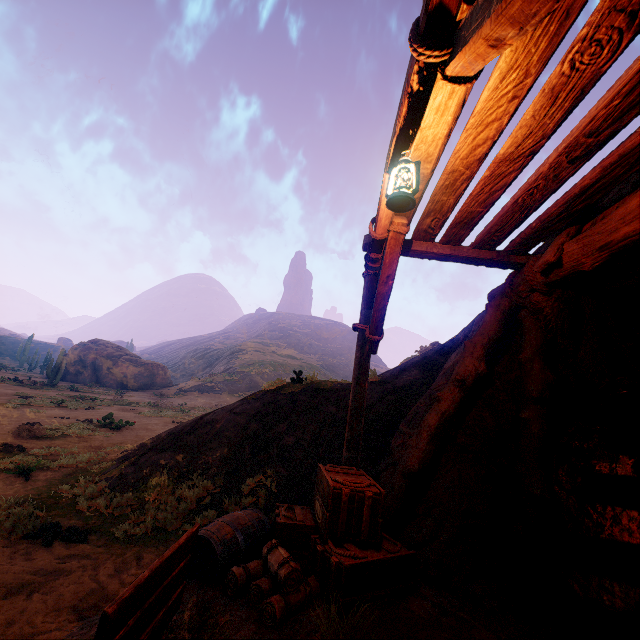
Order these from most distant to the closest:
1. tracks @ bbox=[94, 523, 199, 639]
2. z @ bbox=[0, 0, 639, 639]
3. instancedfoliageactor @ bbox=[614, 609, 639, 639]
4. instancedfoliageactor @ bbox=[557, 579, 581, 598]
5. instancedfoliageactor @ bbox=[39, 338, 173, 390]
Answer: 1. instancedfoliageactor @ bbox=[39, 338, 173, 390]
2. instancedfoliageactor @ bbox=[557, 579, 581, 598]
3. instancedfoliageactor @ bbox=[614, 609, 639, 639]
4. z @ bbox=[0, 0, 639, 639]
5. tracks @ bbox=[94, 523, 199, 639]

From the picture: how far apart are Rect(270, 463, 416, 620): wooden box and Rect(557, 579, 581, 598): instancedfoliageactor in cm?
243

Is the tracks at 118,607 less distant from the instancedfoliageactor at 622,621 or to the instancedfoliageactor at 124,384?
the instancedfoliageactor at 622,621

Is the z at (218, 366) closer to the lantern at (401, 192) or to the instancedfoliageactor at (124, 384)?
the lantern at (401, 192)

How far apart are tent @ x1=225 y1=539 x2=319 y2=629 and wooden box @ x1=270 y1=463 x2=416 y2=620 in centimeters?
2cm

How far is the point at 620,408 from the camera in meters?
4.9 m

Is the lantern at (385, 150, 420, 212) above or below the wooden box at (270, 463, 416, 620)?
above

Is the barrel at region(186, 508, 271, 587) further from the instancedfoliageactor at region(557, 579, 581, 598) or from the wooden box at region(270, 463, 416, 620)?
the instancedfoliageactor at region(557, 579, 581, 598)
